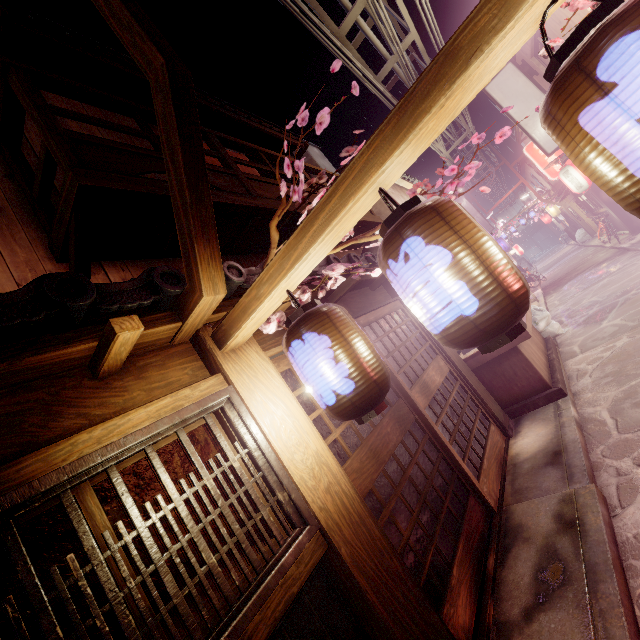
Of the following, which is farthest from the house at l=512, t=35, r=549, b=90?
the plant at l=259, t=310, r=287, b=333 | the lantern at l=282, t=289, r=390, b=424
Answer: the plant at l=259, t=310, r=287, b=333

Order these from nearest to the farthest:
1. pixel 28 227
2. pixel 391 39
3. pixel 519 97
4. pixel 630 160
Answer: pixel 630 160, pixel 28 227, pixel 391 39, pixel 519 97

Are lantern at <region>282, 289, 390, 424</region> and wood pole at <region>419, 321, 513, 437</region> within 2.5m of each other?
no

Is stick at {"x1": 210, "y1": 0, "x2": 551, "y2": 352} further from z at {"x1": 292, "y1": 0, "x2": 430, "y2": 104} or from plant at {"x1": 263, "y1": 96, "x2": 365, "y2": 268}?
z at {"x1": 292, "y1": 0, "x2": 430, "y2": 104}

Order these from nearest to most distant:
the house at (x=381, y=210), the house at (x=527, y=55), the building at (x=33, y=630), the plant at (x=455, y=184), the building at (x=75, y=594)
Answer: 1. the plant at (x=455, y=184)
2. the building at (x=33, y=630)
3. the building at (x=75, y=594)
4. the house at (x=527, y=55)
5. the house at (x=381, y=210)

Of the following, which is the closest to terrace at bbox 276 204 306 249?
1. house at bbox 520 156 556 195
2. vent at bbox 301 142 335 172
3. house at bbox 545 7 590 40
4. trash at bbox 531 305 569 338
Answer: vent at bbox 301 142 335 172

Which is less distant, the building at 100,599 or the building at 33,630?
the building at 33,630

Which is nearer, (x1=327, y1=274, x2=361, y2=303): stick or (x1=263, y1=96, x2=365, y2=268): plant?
(x1=263, y1=96, x2=365, y2=268): plant
